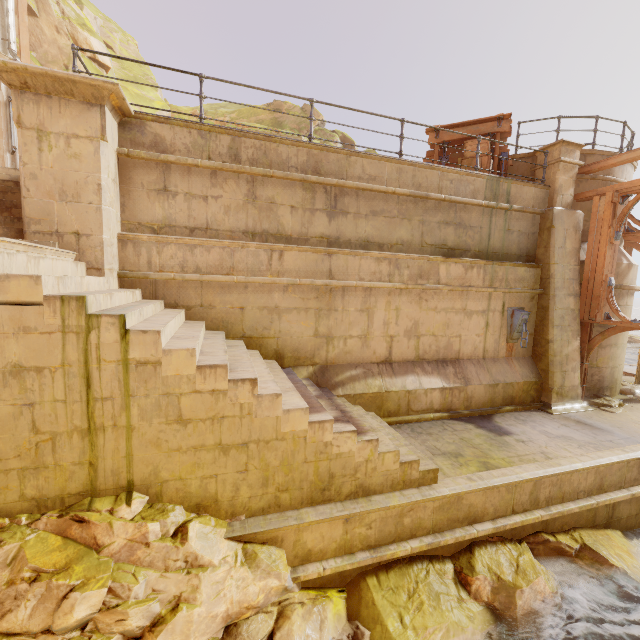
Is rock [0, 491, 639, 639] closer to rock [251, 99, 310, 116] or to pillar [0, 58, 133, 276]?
pillar [0, 58, 133, 276]

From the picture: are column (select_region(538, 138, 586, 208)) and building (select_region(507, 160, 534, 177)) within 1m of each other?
yes

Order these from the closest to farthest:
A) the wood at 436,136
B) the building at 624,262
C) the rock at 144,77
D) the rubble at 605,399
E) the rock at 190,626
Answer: the rock at 190,626, the rubble at 605,399, the building at 624,262, the wood at 436,136, the rock at 144,77

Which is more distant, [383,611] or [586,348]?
[586,348]

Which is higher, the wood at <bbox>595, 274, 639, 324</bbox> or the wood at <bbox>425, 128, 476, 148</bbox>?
the wood at <bbox>425, 128, 476, 148</bbox>

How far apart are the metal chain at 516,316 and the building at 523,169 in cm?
341

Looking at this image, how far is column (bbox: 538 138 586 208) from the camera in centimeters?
837cm

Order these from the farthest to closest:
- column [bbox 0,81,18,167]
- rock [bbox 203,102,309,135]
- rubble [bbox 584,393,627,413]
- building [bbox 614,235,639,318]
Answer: rock [bbox 203,102,309,135]
column [bbox 0,81,18,167]
building [bbox 614,235,639,318]
rubble [bbox 584,393,627,413]
